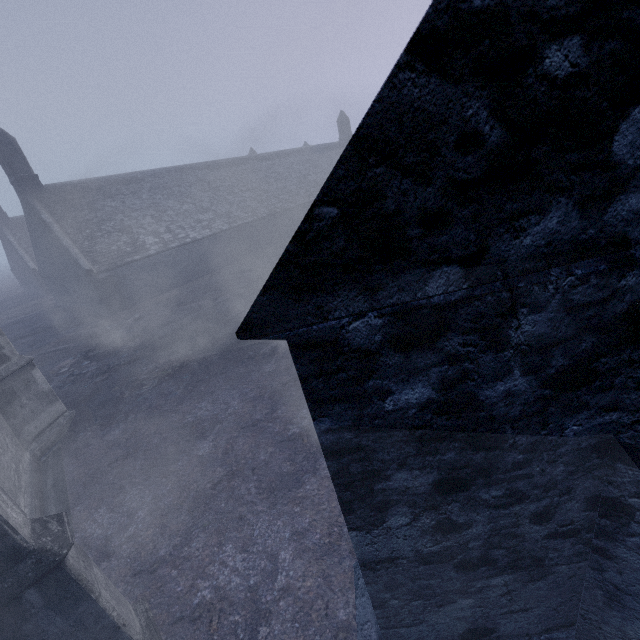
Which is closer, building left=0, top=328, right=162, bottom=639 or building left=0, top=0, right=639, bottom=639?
building left=0, top=0, right=639, bottom=639

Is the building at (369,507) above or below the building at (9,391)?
above

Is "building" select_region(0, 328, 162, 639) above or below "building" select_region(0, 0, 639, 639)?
below

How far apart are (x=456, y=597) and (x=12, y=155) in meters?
32.4 m

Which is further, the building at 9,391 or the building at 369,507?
the building at 9,391
